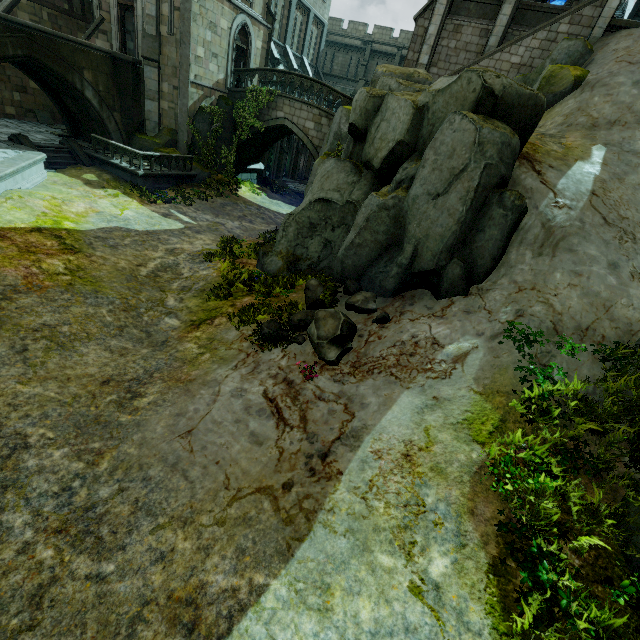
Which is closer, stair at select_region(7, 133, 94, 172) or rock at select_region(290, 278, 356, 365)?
rock at select_region(290, 278, 356, 365)

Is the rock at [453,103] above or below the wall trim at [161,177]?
above

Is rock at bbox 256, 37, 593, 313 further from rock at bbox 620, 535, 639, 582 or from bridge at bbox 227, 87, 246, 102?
rock at bbox 620, 535, 639, 582

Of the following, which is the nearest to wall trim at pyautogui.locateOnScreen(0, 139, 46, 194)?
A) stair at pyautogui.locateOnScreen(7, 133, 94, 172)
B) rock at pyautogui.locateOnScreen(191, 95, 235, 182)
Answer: stair at pyautogui.locateOnScreen(7, 133, 94, 172)

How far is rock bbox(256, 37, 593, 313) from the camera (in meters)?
6.75

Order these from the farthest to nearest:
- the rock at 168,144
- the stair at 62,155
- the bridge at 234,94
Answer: the bridge at 234,94 < the rock at 168,144 < the stair at 62,155

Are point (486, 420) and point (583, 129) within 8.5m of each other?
no
